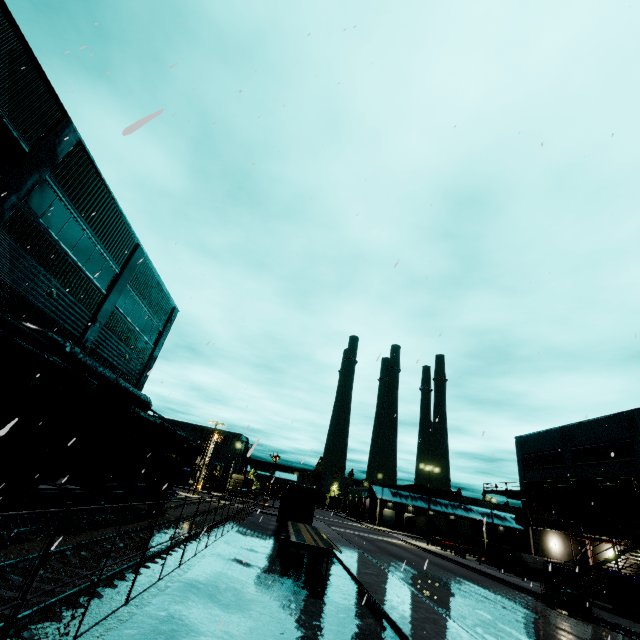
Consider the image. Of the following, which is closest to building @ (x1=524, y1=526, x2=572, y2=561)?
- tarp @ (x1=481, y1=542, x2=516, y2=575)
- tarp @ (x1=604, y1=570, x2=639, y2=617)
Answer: tarp @ (x1=604, y1=570, x2=639, y2=617)

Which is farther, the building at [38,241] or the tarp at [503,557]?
the tarp at [503,557]

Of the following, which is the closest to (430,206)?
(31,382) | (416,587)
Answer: (31,382)

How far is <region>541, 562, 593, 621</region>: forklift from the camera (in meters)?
17.28

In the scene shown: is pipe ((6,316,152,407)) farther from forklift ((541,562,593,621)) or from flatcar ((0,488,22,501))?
forklift ((541,562,593,621))

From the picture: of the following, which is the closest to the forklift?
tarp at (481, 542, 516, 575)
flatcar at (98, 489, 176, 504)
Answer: tarp at (481, 542, 516, 575)

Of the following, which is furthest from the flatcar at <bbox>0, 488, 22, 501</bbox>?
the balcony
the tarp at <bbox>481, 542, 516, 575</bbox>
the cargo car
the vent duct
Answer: the tarp at <bbox>481, 542, 516, 575</bbox>

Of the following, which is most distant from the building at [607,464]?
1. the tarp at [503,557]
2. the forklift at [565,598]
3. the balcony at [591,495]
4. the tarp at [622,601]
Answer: the forklift at [565,598]
